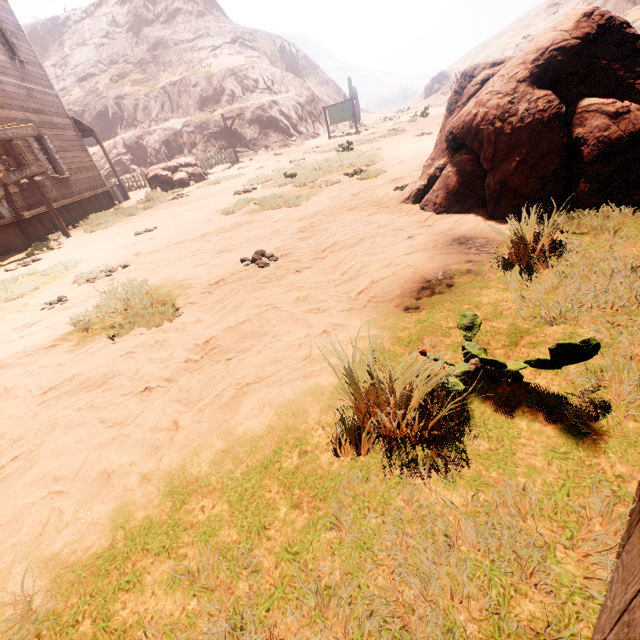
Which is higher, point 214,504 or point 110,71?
point 110,71

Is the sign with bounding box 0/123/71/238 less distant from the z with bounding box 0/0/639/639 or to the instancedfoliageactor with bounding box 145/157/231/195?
the z with bounding box 0/0/639/639

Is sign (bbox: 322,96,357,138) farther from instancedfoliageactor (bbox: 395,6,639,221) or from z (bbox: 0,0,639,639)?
instancedfoliageactor (bbox: 395,6,639,221)

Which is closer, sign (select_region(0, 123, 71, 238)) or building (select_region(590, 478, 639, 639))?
building (select_region(590, 478, 639, 639))

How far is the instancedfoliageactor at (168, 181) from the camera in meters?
16.2

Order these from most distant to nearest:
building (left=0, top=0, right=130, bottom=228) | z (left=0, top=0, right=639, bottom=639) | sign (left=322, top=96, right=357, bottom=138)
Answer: sign (left=322, top=96, right=357, bottom=138)
building (left=0, top=0, right=130, bottom=228)
z (left=0, top=0, right=639, bottom=639)

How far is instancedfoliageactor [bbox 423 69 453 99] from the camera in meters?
44.9

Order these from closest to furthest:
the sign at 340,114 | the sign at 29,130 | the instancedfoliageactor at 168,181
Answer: the sign at 29,130 < the instancedfoliageactor at 168,181 < the sign at 340,114
